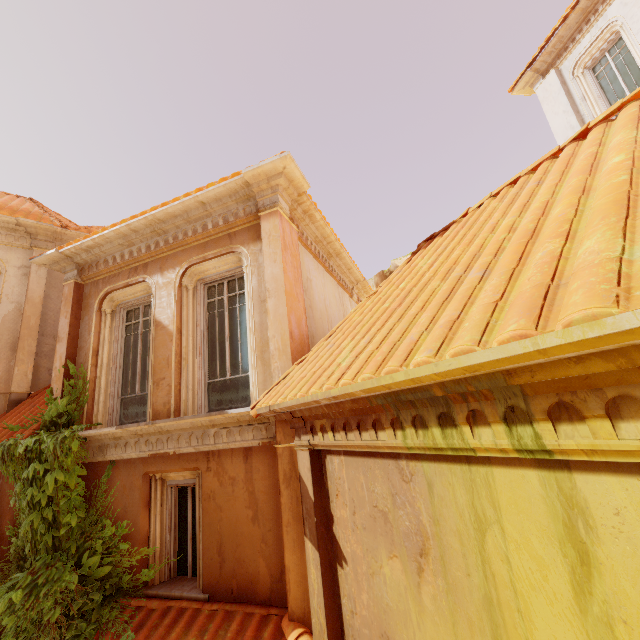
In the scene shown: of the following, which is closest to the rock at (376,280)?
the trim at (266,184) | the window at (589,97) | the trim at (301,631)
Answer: the window at (589,97)

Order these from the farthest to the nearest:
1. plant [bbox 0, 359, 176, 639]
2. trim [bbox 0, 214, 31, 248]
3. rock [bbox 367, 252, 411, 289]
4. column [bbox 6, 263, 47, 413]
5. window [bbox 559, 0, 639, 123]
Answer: rock [bbox 367, 252, 411, 289] < window [bbox 559, 0, 639, 123] < trim [bbox 0, 214, 31, 248] < column [bbox 6, 263, 47, 413] < plant [bbox 0, 359, 176, 639]

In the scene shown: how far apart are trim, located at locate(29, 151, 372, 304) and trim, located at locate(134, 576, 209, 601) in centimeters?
578cm

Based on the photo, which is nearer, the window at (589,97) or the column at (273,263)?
the column at (273,263)

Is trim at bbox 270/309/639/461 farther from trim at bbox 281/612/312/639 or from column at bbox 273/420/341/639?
trim at bbox 281/612/312/639

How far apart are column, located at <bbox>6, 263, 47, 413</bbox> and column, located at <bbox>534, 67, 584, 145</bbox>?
16.13m

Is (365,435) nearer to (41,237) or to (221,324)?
(221,324)

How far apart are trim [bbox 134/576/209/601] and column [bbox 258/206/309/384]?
3.1 meters
